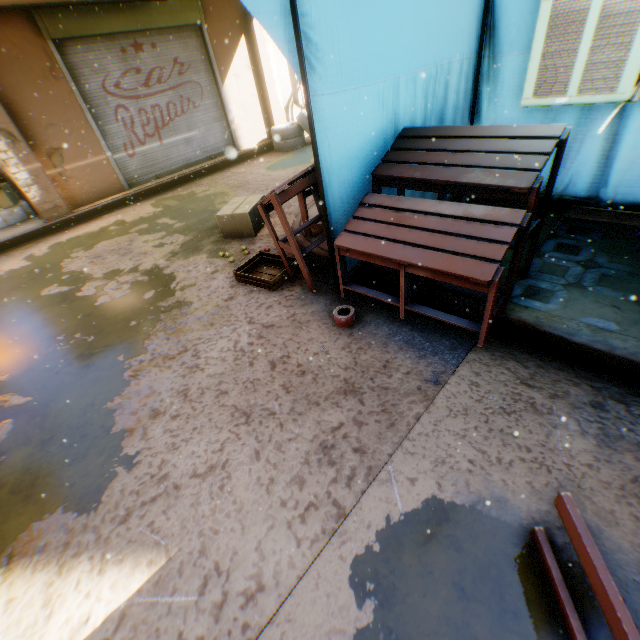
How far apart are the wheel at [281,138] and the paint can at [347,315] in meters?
7.8

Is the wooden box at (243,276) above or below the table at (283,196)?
below

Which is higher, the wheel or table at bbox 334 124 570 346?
table at bbox 334 124 570 346

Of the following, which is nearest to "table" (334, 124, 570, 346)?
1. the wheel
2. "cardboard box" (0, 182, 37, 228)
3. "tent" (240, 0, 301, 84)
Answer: "tent" (240, 0, 301, 84)

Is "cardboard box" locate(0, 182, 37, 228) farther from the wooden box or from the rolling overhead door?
the wooden box

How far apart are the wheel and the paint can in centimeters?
777cm

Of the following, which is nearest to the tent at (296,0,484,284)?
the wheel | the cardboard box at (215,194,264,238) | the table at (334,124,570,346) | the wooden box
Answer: the table at (334,124,570,346)

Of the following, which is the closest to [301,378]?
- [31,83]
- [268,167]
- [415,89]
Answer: [415,89]
